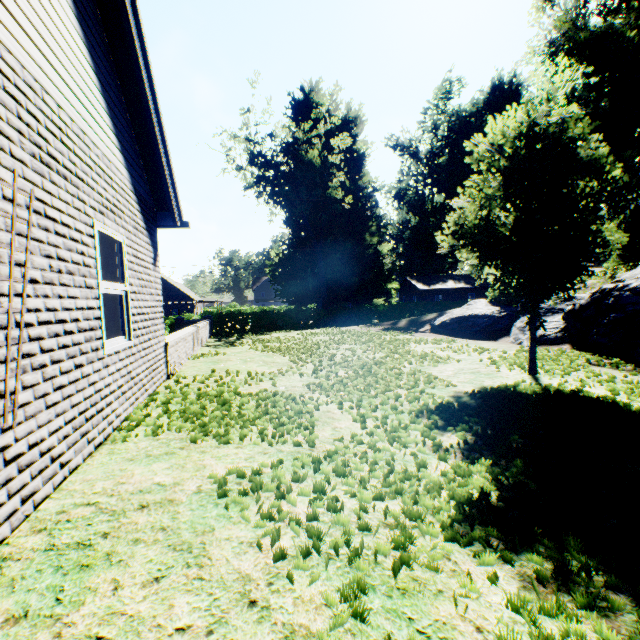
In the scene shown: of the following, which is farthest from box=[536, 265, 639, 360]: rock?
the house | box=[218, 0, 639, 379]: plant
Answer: the house

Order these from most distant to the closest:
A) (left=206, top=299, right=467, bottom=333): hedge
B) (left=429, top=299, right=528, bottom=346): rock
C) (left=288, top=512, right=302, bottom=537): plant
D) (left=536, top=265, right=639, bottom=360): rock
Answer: (left=206, top=299, right=467, bottom=333): hedge → (left=429, top=299, right=528, bottom=346): rock → (left=536, top=265, right=639, bottom=360): rock → (left=288, top=512, right=302, bottom=537): plant

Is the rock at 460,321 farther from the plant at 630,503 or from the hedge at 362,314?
the hedge at 362,314

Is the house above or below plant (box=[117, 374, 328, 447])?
above

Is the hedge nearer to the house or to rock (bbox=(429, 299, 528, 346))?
the house

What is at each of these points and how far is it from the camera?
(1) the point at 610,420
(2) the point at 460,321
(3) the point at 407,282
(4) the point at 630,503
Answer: (1) plant, 3.8m
(2) rock, 12.5m
(3) house, 52.3m
(4) plant, 2.3m

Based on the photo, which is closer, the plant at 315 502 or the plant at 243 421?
the plant at 315 502

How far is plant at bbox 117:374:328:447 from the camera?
3.5m
